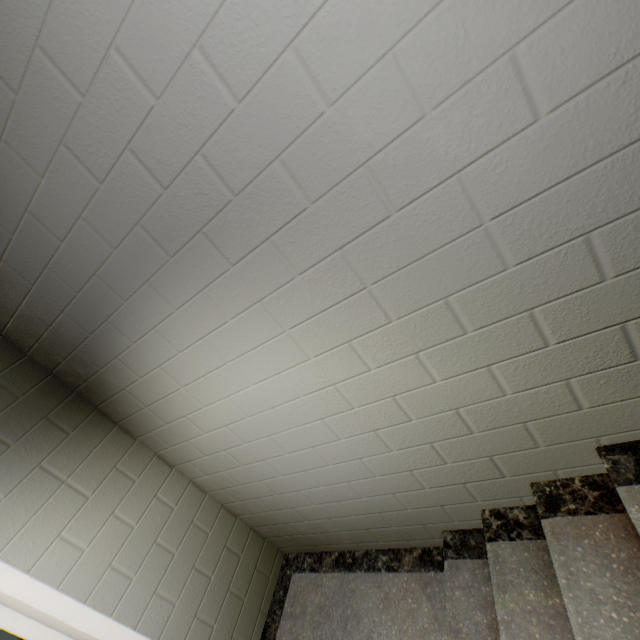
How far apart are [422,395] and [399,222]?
0.74m
